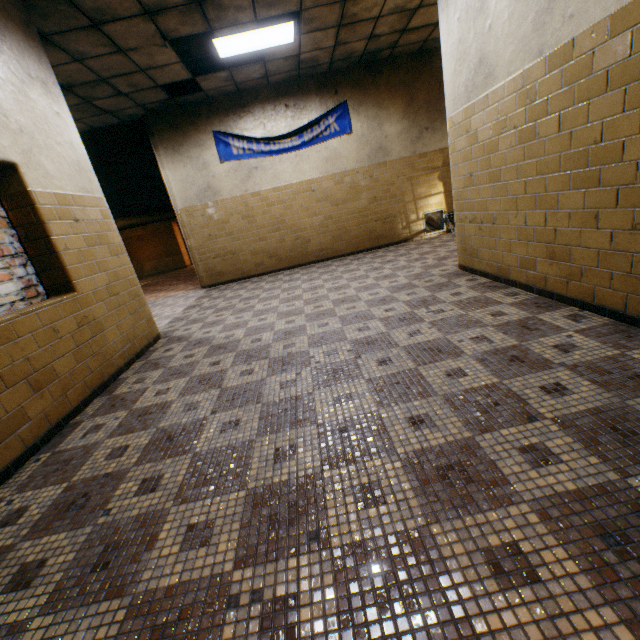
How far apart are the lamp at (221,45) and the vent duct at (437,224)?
4.5m

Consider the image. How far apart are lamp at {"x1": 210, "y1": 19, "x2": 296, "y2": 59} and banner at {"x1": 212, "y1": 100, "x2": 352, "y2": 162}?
1.7m

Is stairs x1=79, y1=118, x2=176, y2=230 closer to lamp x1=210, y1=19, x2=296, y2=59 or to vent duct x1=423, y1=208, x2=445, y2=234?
lamp x1=210, y1=19, x2=296, y2=59

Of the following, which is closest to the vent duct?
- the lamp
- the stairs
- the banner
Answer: the banner

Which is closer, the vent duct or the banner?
the banner

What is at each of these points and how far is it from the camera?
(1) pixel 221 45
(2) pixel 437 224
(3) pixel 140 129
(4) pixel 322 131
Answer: (1) lamp, 5.09m
(2) vent duct, 8.57m
(3) stairs, 7.45m
(4) banner, 7.29m

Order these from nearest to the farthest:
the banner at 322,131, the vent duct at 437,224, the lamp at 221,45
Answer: the lamp at 221,45 → the banner at 322,131 → the vent duct at 437,224

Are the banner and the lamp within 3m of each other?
yes
